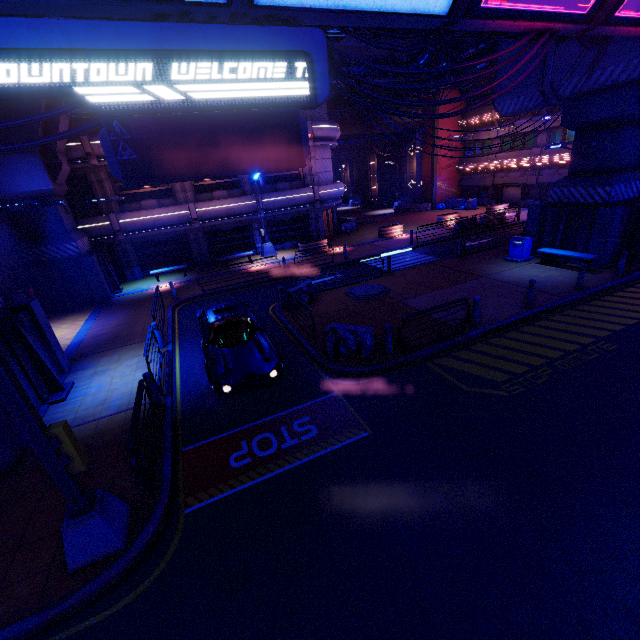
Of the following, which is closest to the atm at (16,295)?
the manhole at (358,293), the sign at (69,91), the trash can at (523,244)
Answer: the sign at (69,91)

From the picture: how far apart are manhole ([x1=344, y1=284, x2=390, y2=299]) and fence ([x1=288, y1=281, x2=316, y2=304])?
1.3 meters

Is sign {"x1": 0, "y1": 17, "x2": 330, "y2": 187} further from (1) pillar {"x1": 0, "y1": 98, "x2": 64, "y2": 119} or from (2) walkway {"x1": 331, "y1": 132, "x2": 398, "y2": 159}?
(2) walkway {"x1": 331, "y1": 132, "x2": 398, "y2": 159}

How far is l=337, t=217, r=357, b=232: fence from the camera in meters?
31.8

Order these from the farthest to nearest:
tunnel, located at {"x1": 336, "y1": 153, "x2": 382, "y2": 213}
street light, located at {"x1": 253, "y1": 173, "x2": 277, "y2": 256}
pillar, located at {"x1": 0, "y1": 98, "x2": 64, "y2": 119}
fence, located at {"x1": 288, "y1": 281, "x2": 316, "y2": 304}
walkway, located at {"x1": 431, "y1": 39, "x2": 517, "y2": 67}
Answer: tunnel, located at {"x1": 336, "y1": 153, "x2": 382, "y2": 213} < street light, located at {"x1": 253, "y1": 173, "x2": 277, "y2": 256} < walkway, located at {"x1": 431, "y1": 39, "x2": 517, "y2": 67} < pillar, located at {"x1": 0, "y1": 98, "x2": 64, "y2": 119} < fence, located at {"x1": 288, "y1": 281, "x2": 316, "y2": 304}

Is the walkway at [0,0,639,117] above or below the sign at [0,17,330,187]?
above

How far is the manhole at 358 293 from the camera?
14.92m

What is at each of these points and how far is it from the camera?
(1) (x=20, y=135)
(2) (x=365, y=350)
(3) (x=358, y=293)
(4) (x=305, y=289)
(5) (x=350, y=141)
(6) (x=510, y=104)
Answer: (1) pillar, 16.02m
(2) fence, 10.14m
(3) manhole, 15.37m
(4) fence, 15.08m
(5) walkway, 38.59m
(6) walkway, 18.06m
